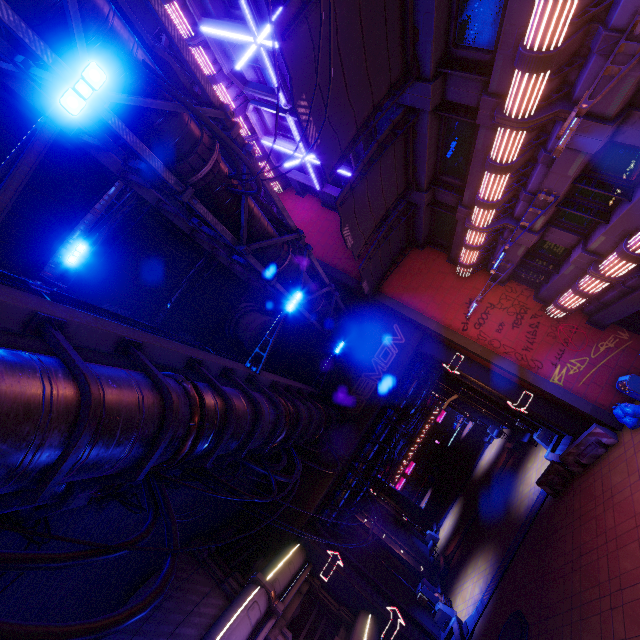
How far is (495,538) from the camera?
18.98m

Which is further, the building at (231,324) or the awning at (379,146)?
the building at (231,324)

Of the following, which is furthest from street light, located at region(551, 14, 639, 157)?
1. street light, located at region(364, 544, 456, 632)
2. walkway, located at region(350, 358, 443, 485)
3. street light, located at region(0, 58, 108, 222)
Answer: street light, located at region(364, 544, 456, 632)

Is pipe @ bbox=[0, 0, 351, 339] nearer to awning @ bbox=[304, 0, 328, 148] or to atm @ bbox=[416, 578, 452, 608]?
awning @ bbox=[304, 0, 328, 148]

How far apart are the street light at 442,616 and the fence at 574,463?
10.54m

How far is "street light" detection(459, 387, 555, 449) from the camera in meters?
18.6 m

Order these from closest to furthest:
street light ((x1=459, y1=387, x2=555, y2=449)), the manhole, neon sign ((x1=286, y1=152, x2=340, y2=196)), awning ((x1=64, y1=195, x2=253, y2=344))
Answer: awning ((x1=64, y1=195, x2=253, y2=344))
the manhole
neon sign ((x1=286, y1=152, x2=340, y2=196))
street light ((x1=459, y1=387, x2=555, y2=449))

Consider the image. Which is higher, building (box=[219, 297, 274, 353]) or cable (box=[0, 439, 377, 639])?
building (box=[219, 297, 274, 353])
